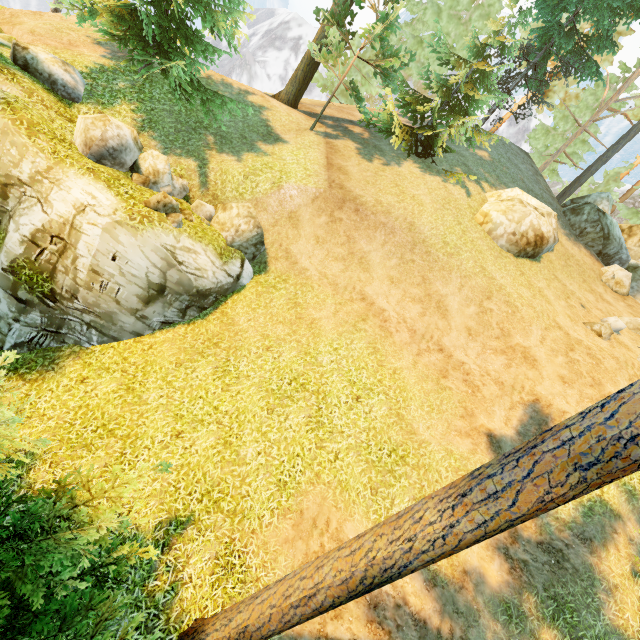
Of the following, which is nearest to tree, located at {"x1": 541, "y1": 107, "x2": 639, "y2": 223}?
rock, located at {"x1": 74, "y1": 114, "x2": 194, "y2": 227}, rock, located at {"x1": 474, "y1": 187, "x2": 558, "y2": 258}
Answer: rock, located at {"x1": 74, "y1": 114, "x2": 194, "y2": 227}

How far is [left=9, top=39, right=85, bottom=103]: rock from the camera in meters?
11.4 m

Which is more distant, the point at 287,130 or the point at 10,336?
the point at 287,130

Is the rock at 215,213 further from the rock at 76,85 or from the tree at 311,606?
the rock at 76,85

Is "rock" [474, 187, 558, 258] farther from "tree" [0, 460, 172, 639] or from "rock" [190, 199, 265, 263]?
"rock" [190, 199, 265, 263]

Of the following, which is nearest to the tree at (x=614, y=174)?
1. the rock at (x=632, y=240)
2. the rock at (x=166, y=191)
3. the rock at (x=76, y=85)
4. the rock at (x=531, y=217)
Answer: the rock at (x=632, y=240)

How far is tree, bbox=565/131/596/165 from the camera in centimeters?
2777cm

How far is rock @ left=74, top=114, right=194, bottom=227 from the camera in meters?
10.3
